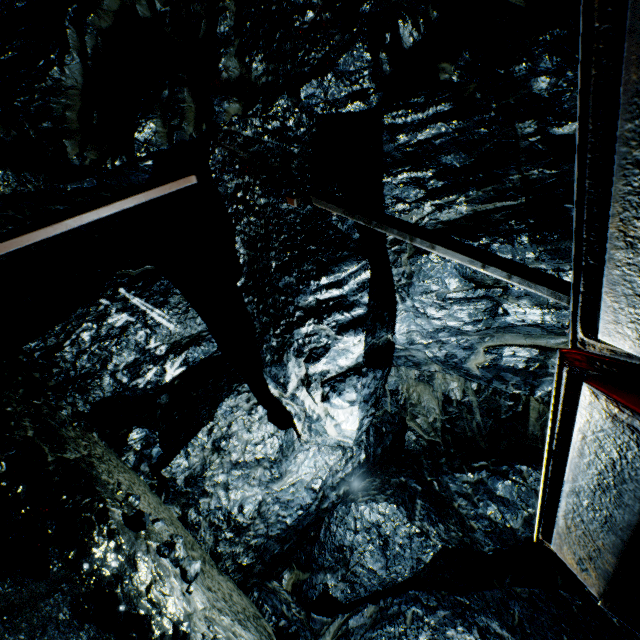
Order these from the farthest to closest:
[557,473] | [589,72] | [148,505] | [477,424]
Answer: [477,424], [148,505], [557,473], [589,72]

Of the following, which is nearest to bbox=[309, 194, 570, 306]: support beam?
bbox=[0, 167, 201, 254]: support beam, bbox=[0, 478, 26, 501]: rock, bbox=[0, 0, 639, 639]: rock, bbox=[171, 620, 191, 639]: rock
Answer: bbox=[0, 0, 639, 639]: rock

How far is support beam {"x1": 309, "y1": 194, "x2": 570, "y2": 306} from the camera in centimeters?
298cm

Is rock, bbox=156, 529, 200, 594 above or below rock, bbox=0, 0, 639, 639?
below

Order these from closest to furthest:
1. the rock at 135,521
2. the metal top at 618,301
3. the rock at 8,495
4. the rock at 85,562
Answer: the metal top at 618,301, the rock at 85,562, the rock at 8,495, the rock at 135,521

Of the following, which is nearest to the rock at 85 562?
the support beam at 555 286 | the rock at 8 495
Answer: the support beam at 555 286

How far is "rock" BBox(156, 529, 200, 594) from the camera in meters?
4.1

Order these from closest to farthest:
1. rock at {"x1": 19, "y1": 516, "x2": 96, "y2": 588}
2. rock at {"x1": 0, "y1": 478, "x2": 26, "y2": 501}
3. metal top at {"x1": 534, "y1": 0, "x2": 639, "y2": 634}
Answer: metal top at {"x1": 534, "y1": 0, "x2": 639, "y2": 634} < rock at {"x1": 19, "y1": 516, "x2": 96, "y2": 588} < rock at {"x1": 0, "y1": 478, "x2": 26, "y2": 501}
